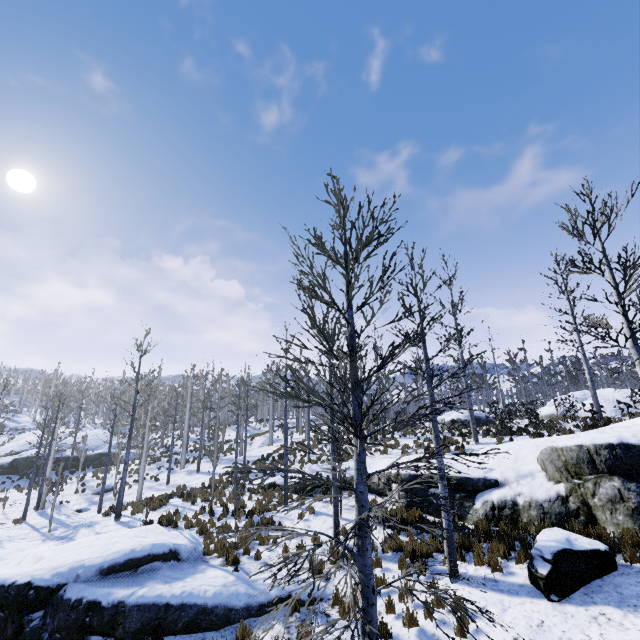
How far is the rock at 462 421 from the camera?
24.41m

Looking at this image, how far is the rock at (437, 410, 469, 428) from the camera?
24.4 meters

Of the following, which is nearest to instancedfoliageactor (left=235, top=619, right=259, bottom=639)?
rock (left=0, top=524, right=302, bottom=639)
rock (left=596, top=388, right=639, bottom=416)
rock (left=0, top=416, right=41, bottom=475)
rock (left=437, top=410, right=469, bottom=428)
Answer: rock (left=0, top=416, right=41, bottom=475)

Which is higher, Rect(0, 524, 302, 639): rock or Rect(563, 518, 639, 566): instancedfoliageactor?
Rect(563, 518, 639, 566): instancedfoliageactor

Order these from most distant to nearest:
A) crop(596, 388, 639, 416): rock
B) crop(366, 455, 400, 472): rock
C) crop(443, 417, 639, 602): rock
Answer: crop(596, 388, 639, 416): rock
crop(366, 455, 400, 472): rock
crop(443, 417, 639, 602): rock

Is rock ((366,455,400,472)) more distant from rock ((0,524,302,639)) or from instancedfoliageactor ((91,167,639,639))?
rock ((0,524,302,639))

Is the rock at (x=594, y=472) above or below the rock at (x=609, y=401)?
below

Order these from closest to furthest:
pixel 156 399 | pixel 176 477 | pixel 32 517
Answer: pixel 32 517 → pixel 176 477 → pixel 156 399
